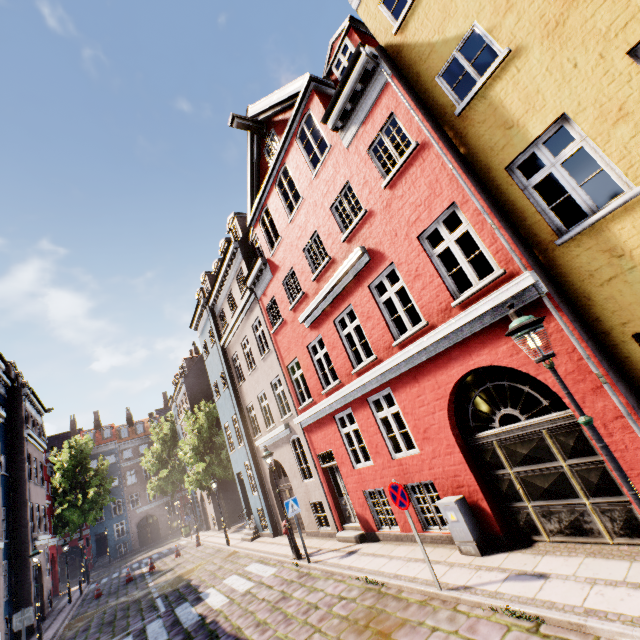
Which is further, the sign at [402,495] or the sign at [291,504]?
the sign at [291,504]

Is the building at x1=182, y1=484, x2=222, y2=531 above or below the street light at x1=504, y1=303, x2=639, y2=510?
below

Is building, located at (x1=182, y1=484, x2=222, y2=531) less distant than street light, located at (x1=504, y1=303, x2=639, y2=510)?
No

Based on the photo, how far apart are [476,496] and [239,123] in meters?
14.1 m

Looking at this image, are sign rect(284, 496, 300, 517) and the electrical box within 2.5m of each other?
no

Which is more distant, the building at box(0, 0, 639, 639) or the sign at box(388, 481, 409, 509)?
the sign at box(388, 481, 409, 509)

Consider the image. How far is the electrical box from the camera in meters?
6.6 m

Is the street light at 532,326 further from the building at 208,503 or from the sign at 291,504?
the sign at 291,504
